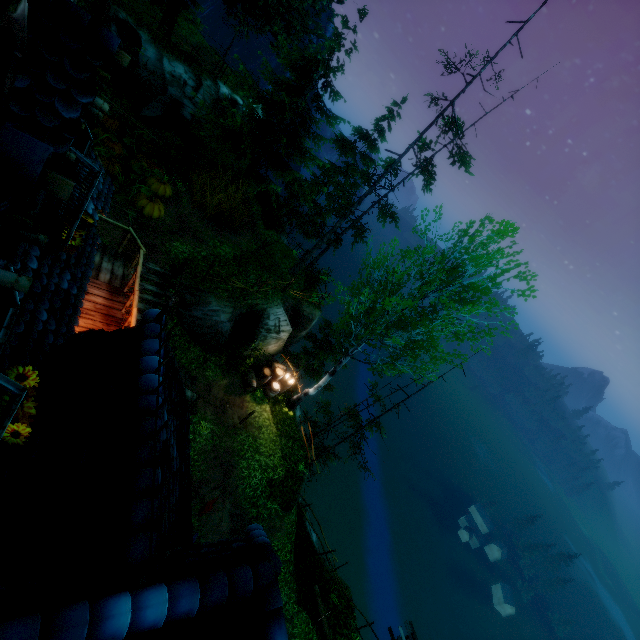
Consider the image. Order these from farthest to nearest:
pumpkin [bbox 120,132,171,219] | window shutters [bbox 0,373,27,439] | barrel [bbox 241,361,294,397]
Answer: barrel [bbox 241,361,294,397] → pumpkin [bbox 120,132,171,219] → window shutters [bbox 0,373,27,439]

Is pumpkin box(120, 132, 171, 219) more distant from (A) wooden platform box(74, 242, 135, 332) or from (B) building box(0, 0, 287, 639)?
(A) wooden platform box(74, 242, 135, 332)

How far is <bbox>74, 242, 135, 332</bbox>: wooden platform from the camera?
8.25m

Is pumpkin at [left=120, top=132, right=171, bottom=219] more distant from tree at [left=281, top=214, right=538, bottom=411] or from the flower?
the flower

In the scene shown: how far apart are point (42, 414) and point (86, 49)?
3.74m

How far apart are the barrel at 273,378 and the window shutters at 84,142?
12.80m

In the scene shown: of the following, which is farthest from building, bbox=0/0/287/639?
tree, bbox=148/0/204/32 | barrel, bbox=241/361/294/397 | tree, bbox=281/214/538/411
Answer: tree, bbox=148/0/204/32

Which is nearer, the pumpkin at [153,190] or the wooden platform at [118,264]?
the wooden platform at [118,264]
